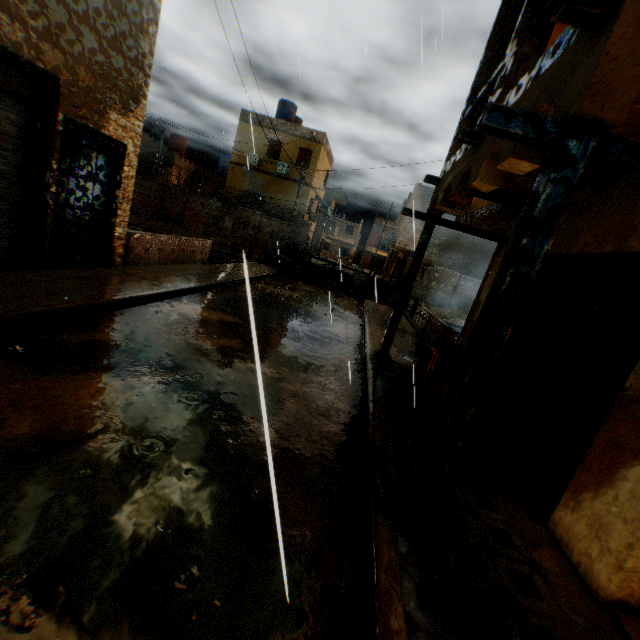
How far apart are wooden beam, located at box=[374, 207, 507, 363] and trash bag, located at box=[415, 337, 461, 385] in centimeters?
82cm

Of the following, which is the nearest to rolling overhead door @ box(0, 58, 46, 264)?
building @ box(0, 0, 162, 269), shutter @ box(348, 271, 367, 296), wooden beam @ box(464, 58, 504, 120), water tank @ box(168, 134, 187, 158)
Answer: building @ box(0, 0, 162, 269)

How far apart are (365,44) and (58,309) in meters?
7.0

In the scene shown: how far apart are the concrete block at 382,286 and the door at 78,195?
6.54m

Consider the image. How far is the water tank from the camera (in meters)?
32.08

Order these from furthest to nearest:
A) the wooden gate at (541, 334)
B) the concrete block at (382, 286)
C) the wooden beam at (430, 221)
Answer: the concrete block at (382, 286) < the wooden beam at (430, 221) < the wooden gate at (541, 334)

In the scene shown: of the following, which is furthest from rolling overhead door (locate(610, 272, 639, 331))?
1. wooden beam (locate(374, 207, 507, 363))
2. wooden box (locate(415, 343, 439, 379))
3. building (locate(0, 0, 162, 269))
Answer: wooden box (locate(415, 343, 439, 379))

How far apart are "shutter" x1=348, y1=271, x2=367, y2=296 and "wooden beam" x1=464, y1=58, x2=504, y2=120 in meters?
12.7
